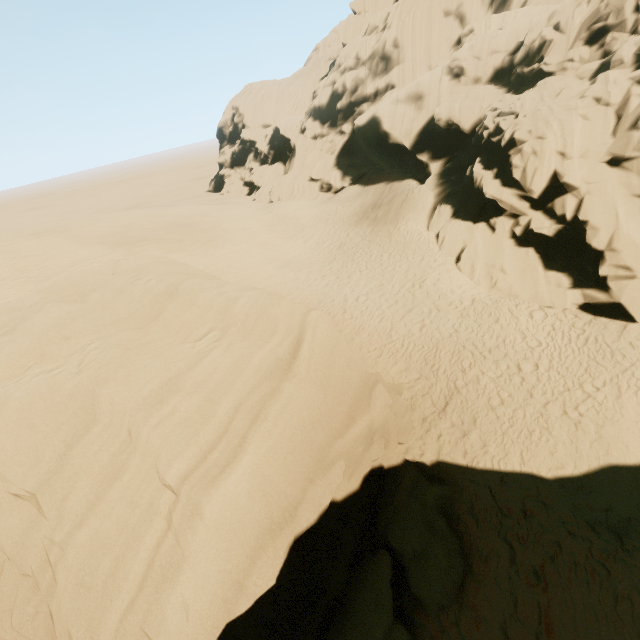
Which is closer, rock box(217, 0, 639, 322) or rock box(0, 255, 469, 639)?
rock box(0, 255, 469, 639)

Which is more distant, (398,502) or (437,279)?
(437,279)

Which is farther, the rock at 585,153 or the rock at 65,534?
the rock at 585,153
